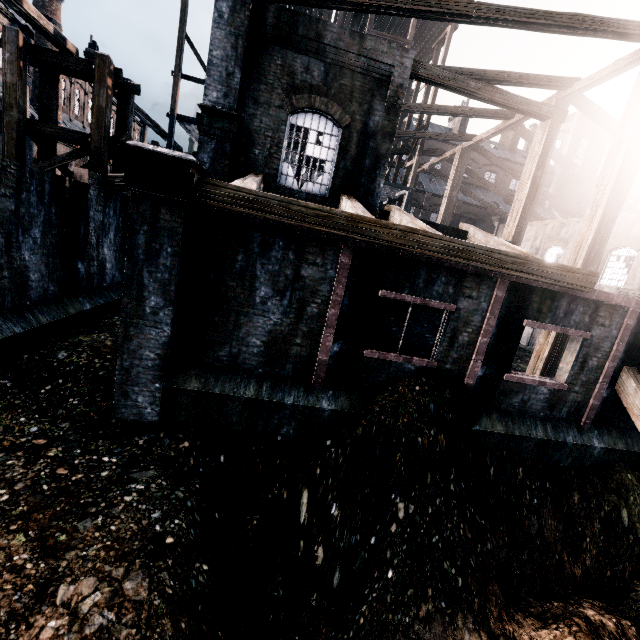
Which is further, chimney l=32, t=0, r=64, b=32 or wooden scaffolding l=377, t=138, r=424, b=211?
chimney l=32, t=0, r=64, b=32

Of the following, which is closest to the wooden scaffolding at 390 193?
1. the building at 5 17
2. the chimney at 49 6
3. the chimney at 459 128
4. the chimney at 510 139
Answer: the building at 5 17

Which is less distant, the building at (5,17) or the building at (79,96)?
the building at (5,17)

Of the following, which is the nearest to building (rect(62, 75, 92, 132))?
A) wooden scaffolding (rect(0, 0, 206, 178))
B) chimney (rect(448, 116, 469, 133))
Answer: wooden scaffolding (rect(0, 0, 206, 178))

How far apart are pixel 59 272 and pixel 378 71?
13.33m

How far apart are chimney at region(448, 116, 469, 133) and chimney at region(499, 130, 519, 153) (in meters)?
7.54

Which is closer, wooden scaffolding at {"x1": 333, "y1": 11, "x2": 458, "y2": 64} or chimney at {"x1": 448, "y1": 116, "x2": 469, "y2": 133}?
wooden scaffolding at {"x1": 333, "y1": 11, "x2": 458, "y2": 64}

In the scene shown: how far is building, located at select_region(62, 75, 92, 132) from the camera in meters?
40.2
